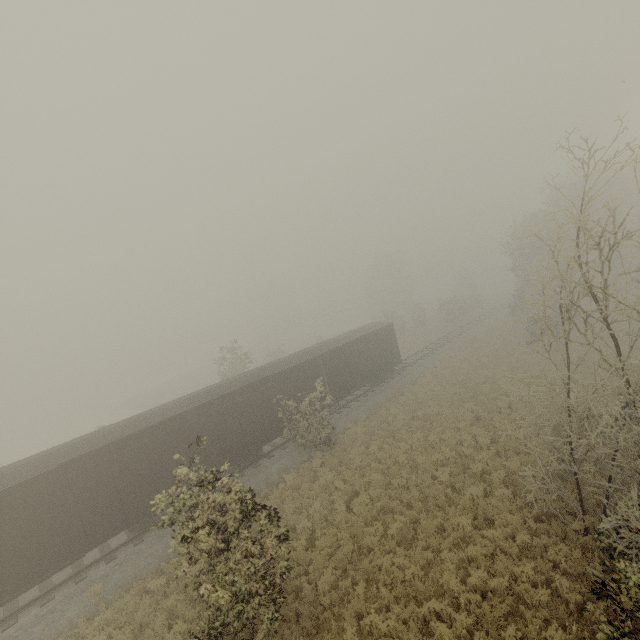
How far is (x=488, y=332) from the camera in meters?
37.2

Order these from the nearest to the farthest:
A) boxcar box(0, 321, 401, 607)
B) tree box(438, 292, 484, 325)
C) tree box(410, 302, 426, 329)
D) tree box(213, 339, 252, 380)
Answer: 1. boxcar box(0, 321, 401, 607)
2. tree box(213, 339, 252, 380)
3. tree box(438, 292, 484, 325)
4. tree box(410, 302, 426, 329)

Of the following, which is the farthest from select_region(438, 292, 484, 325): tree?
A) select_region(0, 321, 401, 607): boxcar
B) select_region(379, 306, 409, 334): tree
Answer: select_region(379, 306, 409, 334): tree

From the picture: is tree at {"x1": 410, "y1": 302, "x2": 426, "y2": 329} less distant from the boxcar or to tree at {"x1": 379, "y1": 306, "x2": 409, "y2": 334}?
the boxcar

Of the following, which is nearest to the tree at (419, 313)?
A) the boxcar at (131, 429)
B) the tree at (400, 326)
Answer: the boxcar at (131, 429)

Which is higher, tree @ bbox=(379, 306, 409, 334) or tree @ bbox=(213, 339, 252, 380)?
tree @ bbox=(213, 339, 252, 380)

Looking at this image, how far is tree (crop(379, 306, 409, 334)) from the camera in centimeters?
4876cm
